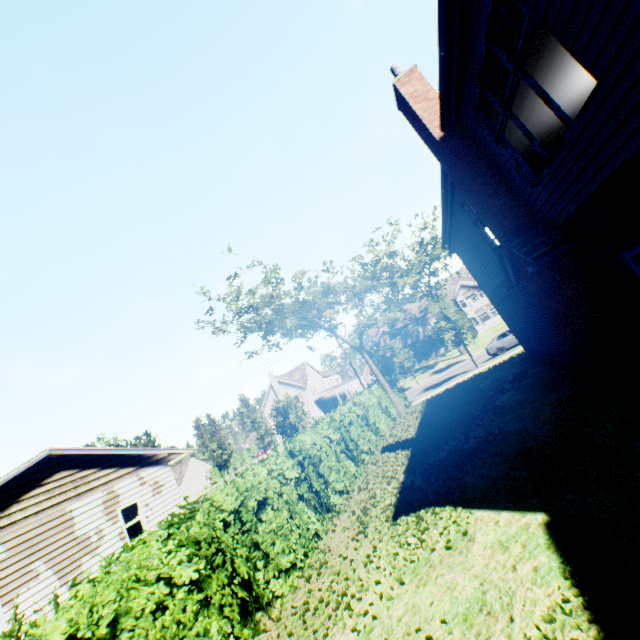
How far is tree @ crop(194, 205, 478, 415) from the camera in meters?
19.9

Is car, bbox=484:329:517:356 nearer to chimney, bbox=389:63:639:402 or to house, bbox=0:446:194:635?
chimney, bbox=389:63:639:402

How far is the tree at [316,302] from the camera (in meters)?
19.89

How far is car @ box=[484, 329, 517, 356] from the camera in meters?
27.0 m

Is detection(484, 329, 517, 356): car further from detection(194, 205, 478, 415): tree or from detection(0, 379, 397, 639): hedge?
detection(0, 379, 397, 639): hedge

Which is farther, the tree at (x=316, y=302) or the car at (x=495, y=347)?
the car at (x=495, y=347)

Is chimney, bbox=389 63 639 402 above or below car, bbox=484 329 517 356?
above

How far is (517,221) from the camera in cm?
675
